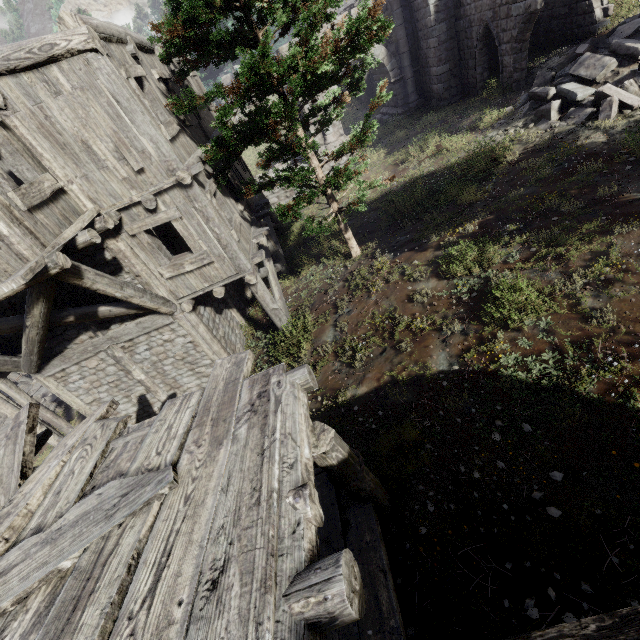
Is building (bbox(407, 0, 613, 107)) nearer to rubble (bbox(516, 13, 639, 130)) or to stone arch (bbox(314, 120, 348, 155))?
stone arch (bbox(314, 120, 348, 155))

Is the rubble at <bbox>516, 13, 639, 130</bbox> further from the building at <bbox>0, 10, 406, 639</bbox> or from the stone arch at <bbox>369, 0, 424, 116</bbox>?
the building at <bbox>0, 10, 406, 639</bbox>

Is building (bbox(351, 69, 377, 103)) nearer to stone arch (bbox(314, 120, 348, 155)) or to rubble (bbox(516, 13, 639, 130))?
stone arch (bbox(314, 120, 348, 155))

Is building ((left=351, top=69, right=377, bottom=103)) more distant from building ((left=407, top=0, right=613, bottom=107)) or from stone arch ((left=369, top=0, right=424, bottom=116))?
stone arch ((left=369, top=0, right=424, bottom=116))

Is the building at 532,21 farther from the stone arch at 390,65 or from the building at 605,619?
the building at 605,619

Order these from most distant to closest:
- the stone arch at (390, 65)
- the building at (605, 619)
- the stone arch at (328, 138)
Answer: the stone arch at (328, 138) → the stone arch at (390, 65) → the building at (605, 619)

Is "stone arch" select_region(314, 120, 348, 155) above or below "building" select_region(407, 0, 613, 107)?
below

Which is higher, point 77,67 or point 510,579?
point 77,67
